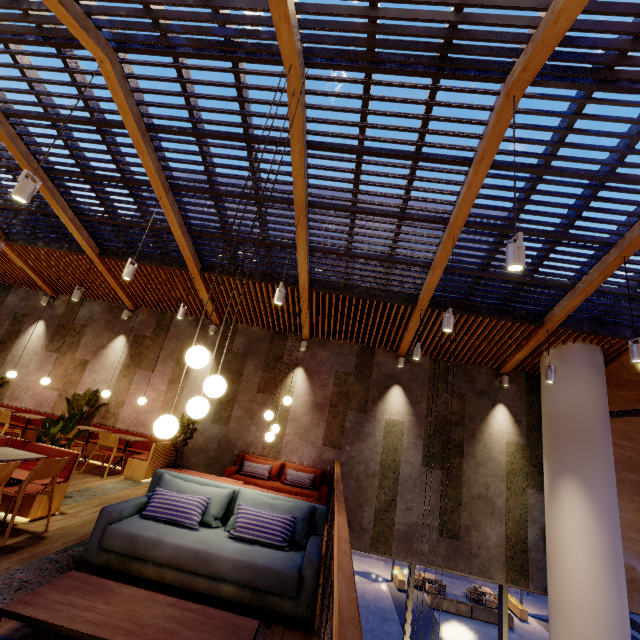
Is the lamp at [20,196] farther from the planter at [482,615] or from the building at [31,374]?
the planter at [482,615]

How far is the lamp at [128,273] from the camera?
5.4m

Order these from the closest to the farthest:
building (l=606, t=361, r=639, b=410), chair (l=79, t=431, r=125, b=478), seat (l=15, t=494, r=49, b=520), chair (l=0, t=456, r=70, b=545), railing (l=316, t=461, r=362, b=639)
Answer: railing (l=316, t=461, r=362, b=639), chair (l=0, t=456, r=70, b=545), seat (l=15, t=494, r=49, b=520), chair (l=79, t=431, r=125, b=478), building (l=606, t=361, r=639, b=410)

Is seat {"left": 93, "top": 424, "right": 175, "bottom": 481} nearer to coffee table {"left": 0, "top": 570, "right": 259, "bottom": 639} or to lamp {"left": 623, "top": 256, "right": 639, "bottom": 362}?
coffee table {"left": 0, "top": 570, "right": 259, "bottom": 639}

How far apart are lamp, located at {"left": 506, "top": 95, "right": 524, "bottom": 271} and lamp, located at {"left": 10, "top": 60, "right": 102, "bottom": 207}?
5.21m

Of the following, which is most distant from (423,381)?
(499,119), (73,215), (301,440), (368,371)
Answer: (73,215)

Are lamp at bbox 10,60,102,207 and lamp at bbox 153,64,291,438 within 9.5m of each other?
yes

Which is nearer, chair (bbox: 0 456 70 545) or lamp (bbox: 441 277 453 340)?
chair (bbox: 0 456 70 545)
